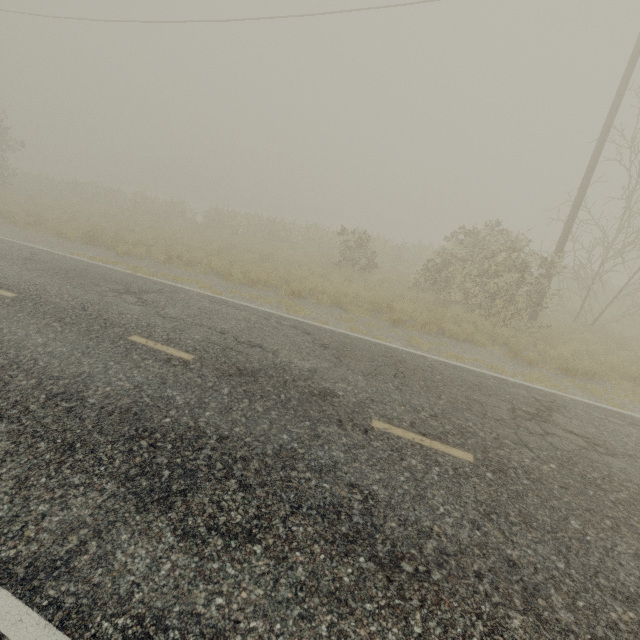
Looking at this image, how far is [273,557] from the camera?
3.0 meters
